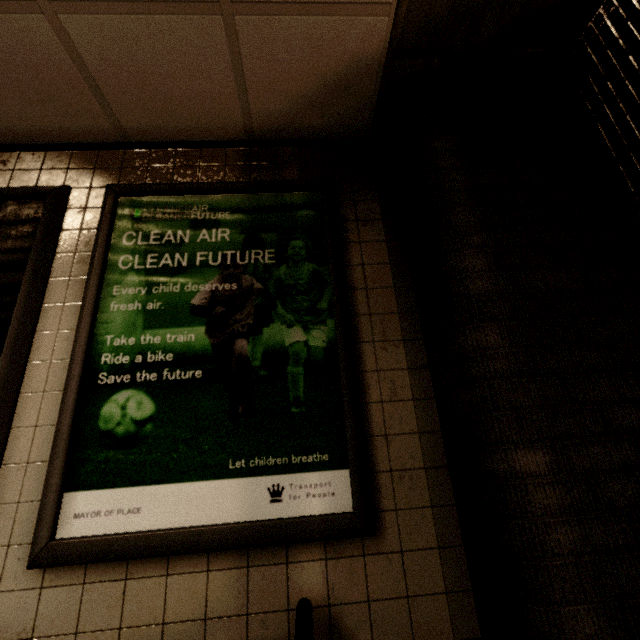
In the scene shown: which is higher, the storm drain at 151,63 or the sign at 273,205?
the storm drain at 151,63

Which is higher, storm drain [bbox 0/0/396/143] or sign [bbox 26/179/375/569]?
storm drain [bbox 0/0/396/143]

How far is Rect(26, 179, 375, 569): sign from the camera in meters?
1.2

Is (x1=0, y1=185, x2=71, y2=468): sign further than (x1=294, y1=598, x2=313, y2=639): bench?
Yes

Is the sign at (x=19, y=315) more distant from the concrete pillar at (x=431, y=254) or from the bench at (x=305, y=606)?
the concrete pillar at (x=431, y=254)

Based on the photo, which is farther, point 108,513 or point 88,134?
point 88,134

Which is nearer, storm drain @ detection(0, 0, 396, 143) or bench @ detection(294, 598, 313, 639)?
bench @ detection(294, 598, 313, 639)

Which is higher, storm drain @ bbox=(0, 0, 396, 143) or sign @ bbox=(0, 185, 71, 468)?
storm drain @ bbox=(0, 0, 396, 143)
